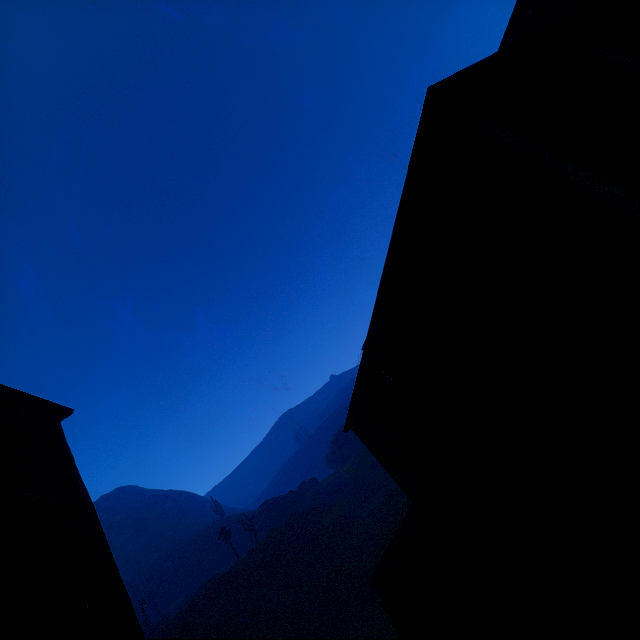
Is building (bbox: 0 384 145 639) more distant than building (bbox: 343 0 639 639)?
Yes

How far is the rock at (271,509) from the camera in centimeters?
4241cm

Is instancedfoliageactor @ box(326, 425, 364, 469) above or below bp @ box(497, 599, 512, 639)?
above

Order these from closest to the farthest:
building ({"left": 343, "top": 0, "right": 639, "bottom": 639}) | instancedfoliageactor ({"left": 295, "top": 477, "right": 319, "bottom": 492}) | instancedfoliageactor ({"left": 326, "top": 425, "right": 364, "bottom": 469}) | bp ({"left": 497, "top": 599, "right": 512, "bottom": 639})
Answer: building ({"left": 343, "top": 0, "right": 639, "bottom": 639}) < bp ({"left": 497, "top": 599, "right": 512, "bottom": 639}) < instancedfoliageactor ({"left": 326, "top": 425, "right": 364, "bottom": 469}) < instancedfoliageactor ({"left": 295, "top": 477, "right": 319, "bottom": 492})

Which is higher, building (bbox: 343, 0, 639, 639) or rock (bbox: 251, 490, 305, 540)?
rock (bbox: 251, 490, 305, 540)

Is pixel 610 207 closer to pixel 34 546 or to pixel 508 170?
pixel 508 170

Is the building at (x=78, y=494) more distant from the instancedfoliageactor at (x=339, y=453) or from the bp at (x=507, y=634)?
the instancedfoliageactor at (x=339, y=453)

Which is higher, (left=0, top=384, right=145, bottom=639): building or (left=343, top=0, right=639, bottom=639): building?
(left=0, top=384, right=145, bottom=639): building
